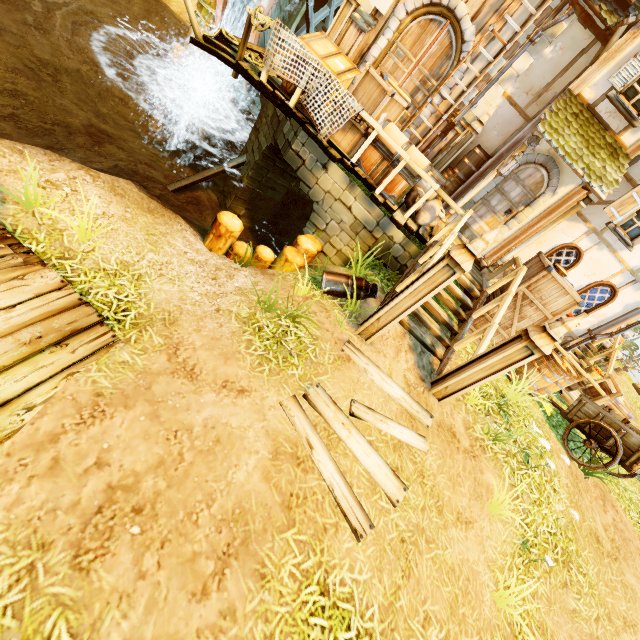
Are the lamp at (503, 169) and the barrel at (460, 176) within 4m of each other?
yes

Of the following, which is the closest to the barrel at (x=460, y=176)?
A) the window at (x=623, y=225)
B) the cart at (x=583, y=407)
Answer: the window at (x=623, y=225)

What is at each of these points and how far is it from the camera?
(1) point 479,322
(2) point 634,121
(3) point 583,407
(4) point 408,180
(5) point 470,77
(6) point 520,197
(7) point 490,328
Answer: (1) box, 7.3m
(2) window, 6.7m
(3) cart, 7.4m
(4) chest, 6.5m
(5) tower, 8.1m
(6) door, 8.1m
(7) rail, 5.7m

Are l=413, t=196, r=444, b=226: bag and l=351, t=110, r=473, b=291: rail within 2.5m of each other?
yes

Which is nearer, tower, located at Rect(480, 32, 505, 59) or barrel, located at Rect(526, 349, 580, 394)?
barrel, located at Rect(526, 349, 580, 394)

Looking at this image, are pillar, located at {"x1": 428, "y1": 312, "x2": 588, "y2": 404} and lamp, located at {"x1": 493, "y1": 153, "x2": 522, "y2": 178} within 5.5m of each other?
yes

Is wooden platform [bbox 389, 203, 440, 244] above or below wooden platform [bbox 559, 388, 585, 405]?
above

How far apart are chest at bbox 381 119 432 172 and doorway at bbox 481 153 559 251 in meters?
2.2 m
